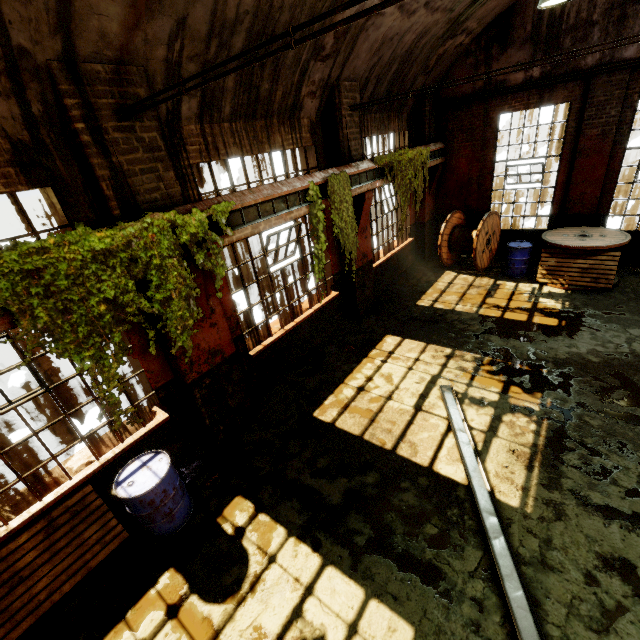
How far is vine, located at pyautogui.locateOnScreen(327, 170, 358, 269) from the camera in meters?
6.4

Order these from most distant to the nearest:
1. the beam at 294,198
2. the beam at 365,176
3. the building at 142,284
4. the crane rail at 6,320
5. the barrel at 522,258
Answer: the barrel at 522,258 → the beam at 365,176 → the beam at 294,198 → the building at 142,284 → the crane rail at 6,320

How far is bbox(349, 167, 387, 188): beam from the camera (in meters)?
7.19

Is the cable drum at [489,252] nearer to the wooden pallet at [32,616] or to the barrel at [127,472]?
the barrel at [127,472]

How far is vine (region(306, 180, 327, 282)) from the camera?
6.07m

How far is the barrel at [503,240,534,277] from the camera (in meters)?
9.59

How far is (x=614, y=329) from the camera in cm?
702

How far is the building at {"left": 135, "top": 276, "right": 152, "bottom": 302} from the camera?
4.2m
